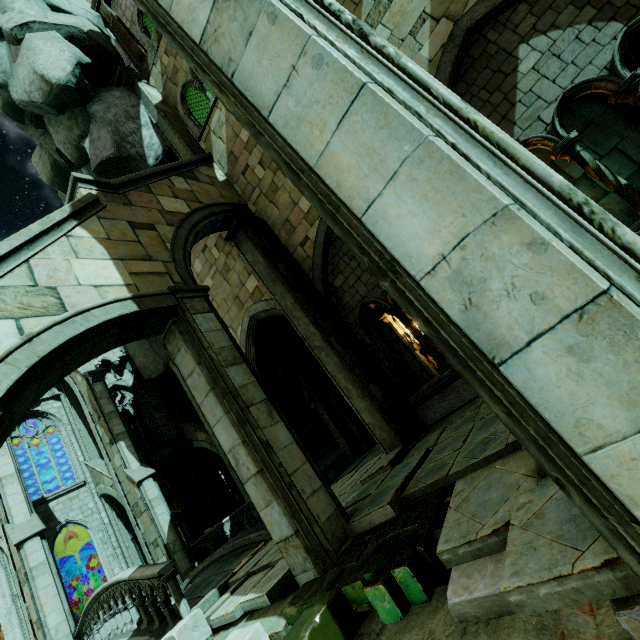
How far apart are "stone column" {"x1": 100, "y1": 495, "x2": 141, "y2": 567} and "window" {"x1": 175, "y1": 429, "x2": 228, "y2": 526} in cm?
408

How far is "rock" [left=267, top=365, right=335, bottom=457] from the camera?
27.8m

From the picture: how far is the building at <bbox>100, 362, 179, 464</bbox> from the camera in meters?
22.1 m

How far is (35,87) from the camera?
10.20m

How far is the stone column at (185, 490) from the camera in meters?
20.7 m

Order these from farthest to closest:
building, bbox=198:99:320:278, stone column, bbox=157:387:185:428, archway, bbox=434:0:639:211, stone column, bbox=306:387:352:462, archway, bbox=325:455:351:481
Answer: stone column, bbox=157:387:185:428 → archway, bbox=325:455:351:481 → stone column, bbox=306:387:352:462 → building, bbox=198:99:320:278 → archway, bbox=434:0:639:211

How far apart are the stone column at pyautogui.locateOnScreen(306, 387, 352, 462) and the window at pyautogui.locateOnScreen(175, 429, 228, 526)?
13.24m

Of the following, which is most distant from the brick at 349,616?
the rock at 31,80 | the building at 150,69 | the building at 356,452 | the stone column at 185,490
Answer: the stone column at 185,490
